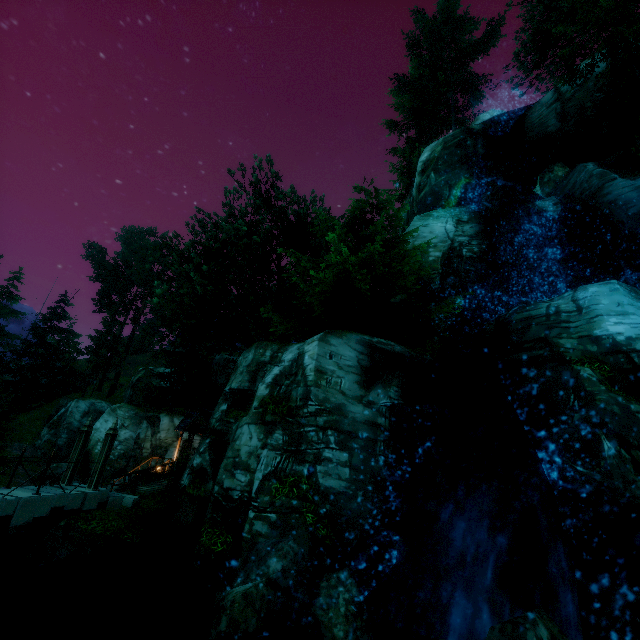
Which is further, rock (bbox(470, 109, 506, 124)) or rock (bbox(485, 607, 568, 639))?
rock (bbox(470, 109, 506, 124))

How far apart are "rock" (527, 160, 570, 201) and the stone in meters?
24.9

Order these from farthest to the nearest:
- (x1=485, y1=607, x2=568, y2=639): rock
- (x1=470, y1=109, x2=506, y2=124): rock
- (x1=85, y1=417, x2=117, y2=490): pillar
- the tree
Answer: (x1=470, y1=109, x2=506, y2=124): rock, the tree, (x1=85, y1=417, x2=117, y2=490): pillar, (x1=485, y1=607, x2=568, y2=639): rock

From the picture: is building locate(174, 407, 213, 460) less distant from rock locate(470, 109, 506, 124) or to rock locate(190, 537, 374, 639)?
rock locate(190, 537, 374, 639)

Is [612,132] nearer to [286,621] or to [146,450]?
[286,621]

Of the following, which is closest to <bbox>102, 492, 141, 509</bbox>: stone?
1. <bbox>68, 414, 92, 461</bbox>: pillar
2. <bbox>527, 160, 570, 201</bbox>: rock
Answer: <bbox>68, 414, 92, 461</bbox>: pillar

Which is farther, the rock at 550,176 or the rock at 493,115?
the rock at 493,115

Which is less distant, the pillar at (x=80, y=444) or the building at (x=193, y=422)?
the pillar at (x=80, y=444)
